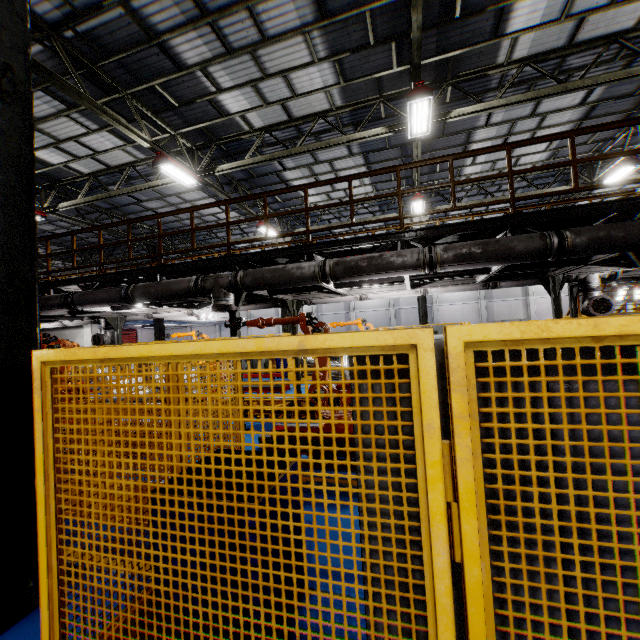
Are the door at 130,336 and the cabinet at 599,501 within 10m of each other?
no

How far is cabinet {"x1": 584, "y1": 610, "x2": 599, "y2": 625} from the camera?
1.1m

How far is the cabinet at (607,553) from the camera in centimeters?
105cm

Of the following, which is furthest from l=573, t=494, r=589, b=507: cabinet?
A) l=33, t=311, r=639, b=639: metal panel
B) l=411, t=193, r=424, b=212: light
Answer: l=411, t=193, r=424, b=212: light

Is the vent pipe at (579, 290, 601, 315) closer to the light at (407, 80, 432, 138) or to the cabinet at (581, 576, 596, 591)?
the light at (407, 80, 432, 138)

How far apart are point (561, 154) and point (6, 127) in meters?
17.9 m

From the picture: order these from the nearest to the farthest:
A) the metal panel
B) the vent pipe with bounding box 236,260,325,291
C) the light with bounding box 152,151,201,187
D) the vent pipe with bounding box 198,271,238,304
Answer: the metal panel → the vent pipe with bounding box 236,260,325,291 → the vent pipe with bounding box 198,271,238,304 → the light with bounding box 152,151,201,187

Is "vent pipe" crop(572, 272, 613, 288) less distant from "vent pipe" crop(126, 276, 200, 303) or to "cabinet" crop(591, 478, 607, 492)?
"vent pipe" crop(126, 276, 200, 303)
